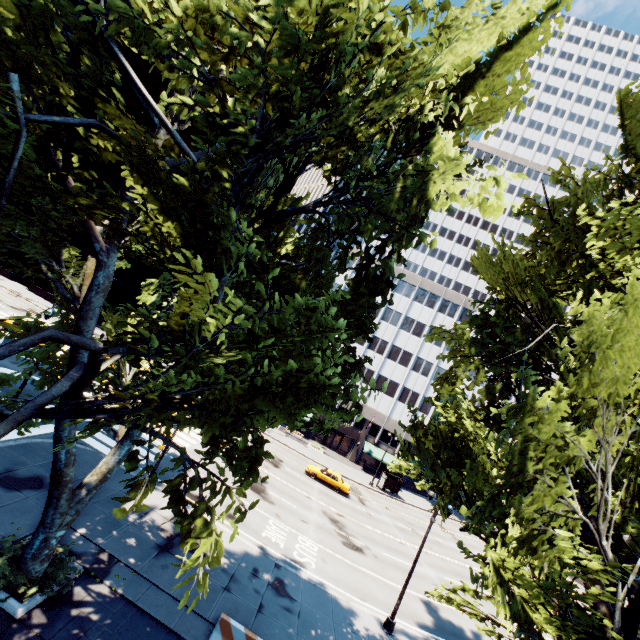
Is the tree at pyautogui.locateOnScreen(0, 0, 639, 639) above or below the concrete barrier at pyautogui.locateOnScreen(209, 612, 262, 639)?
above

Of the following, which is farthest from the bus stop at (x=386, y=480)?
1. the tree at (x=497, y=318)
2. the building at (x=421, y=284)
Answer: the tree at (x=497, y=318)

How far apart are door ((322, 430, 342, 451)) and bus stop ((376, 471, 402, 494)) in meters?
9.5

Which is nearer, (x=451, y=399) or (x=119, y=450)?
(x=119, y=450)

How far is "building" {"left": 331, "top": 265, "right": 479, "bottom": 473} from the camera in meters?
51.5 m

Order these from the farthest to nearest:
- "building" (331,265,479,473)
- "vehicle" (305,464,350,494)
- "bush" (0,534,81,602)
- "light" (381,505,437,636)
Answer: "building" (331,265,479,473) < "vehicle" (305,464,350,494) < "light" (381,505,437,636) < "bush" (0,534,81,602)

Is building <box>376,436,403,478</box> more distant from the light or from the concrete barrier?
the concrete barrier

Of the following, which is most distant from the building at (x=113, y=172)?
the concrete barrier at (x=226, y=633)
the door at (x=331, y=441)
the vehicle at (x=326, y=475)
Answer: the concrete barrier at (x=226, y=633)
